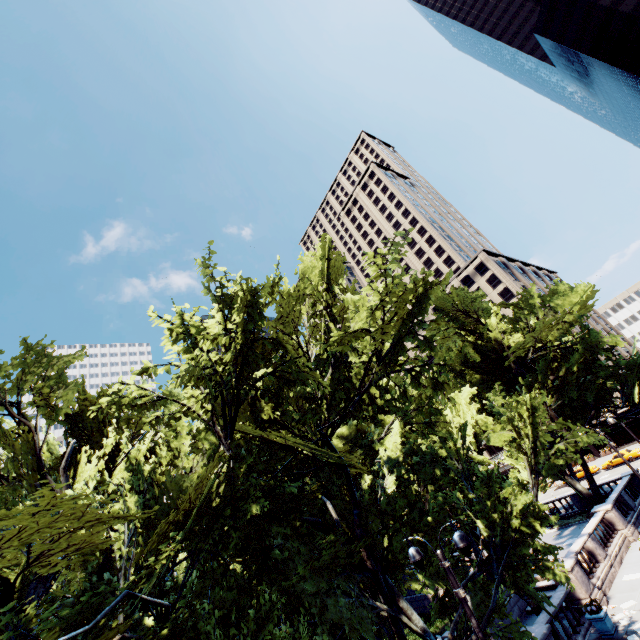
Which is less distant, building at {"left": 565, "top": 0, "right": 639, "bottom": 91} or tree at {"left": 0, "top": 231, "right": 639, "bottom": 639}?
tree at {"left": 0, "top": 231, "right": 639, "bottom": 639}

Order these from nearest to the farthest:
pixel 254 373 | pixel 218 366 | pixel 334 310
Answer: pixel 218 366 < pixel 254 373 < pixel 334 310

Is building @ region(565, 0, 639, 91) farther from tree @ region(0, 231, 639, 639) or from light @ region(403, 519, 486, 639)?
light @ region(403, 519, 486, 639)

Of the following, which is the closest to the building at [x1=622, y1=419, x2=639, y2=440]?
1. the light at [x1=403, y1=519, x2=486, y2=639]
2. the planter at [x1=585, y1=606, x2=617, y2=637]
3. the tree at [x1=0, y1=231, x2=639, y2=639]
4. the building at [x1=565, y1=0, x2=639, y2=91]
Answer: the tree at [x1=0, y1=231, x2=639, y2=639]

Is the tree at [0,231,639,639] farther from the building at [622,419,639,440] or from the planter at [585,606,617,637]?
the building at [622,419,639,440]

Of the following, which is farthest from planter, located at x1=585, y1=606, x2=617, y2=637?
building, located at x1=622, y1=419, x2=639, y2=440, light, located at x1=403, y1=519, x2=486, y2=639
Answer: building, located at x1=622, y1=419, x2=639, y2=440

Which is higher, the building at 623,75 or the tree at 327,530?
the building at 623,75

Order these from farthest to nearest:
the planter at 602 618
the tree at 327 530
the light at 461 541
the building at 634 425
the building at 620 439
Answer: the building at 620 439 < the building at 634 425 < the planter at 602 618 < the light at 461 541 < the tree at 327 530
